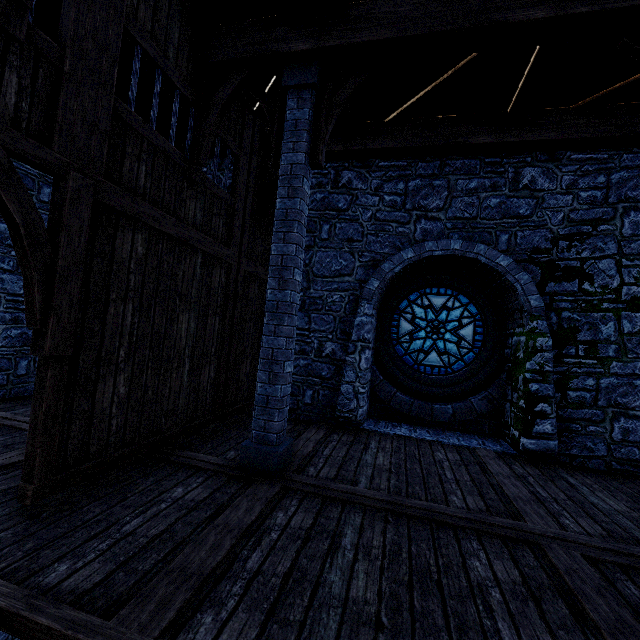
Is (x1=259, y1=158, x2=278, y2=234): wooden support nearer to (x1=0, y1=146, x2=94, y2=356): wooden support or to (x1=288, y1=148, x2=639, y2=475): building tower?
(x1=288, y1=148, x2=639, y2=475): building tower

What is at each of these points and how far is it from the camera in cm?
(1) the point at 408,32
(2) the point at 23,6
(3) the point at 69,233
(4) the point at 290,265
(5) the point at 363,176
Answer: (1) wooden beam, 377
(2) wooden support, 242
(3) wooden support, 286
(4) pillar, 416
(5) building tower, 688

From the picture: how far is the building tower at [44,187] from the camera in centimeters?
615cm

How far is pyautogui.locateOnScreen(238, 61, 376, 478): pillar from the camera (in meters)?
4.08

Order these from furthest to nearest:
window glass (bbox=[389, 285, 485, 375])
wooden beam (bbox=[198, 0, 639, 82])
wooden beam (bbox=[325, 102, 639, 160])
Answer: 1. window glass (bbox=[389, 285, 485, 375])
2. wooden beam (bbox=[325, 102, 639, 160])
3. wooden beam (bbox=[198, 0, 639, 82])

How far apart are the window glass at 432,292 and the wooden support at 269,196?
3.4m

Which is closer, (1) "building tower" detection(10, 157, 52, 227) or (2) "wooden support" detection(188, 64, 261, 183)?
(2) "wooden support" detection(188, 64, 261, 183)

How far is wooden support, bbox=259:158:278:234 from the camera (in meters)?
6.64
